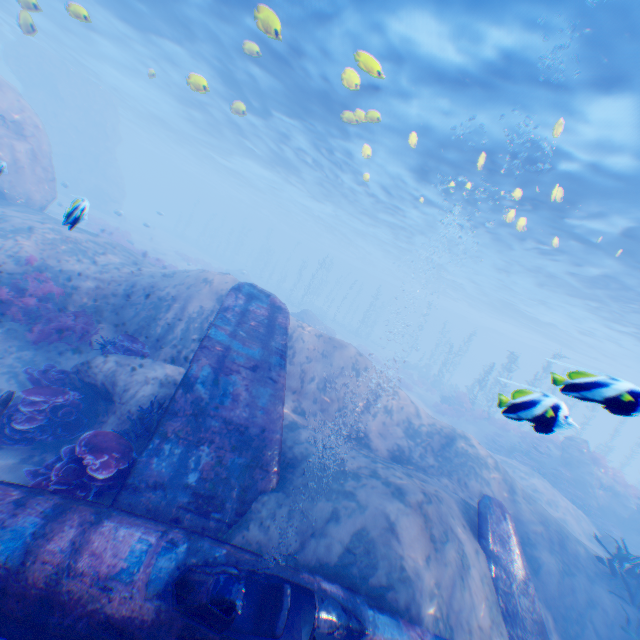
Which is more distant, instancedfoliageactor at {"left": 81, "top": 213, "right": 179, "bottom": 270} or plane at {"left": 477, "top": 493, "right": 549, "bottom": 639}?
instancedfoliageactor at {"left": 81, "top": 213, "right": 179, "bottom": 270}

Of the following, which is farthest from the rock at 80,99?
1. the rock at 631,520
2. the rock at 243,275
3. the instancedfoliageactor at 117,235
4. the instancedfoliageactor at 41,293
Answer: the rock at 243,275

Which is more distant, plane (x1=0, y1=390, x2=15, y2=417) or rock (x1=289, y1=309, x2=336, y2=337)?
rock (x1=289, y1=309, x2=336, y2=337)

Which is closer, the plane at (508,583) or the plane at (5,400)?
the plane at (5,400)

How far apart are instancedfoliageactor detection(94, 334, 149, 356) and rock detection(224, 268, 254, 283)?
27.28m

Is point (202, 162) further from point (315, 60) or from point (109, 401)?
point (109, 401)

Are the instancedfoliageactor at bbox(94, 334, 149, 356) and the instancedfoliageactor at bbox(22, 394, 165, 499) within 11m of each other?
yes

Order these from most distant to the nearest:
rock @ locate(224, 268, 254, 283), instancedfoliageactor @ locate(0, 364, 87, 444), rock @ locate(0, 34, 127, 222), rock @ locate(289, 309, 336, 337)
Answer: rock @ locate(224, 268, 254, 283), rock @ locate(289, 309, 336, 337), rock @ locate(0, 34, 127, 222), instancedfoliageactor @ locate(0, 364, 87, 444)
